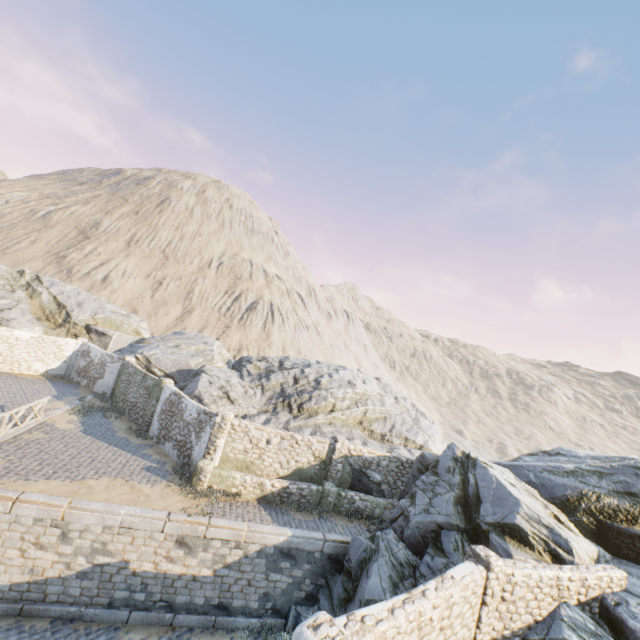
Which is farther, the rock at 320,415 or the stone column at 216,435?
the stone column at 216,435

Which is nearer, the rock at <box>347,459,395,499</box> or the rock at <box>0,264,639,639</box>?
the rock at <box>0,264,639,639</box>

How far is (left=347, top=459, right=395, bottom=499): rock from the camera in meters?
16.5

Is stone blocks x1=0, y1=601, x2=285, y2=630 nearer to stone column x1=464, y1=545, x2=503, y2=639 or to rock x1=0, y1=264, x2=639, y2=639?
rock x1=0, y1=264, x2=639, y2=639

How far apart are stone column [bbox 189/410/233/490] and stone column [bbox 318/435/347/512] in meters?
5.0

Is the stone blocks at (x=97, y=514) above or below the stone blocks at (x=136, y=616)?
above

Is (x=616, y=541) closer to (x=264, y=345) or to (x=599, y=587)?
(x=599, y=587)

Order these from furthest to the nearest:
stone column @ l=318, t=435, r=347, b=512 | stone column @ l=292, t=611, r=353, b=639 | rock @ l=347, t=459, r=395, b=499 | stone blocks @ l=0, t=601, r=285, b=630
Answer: rock @ l=347, t=459, r=395, b=499
stone column @ l=318, t=435, r=347, b=512
stone blocks @ l=0, t=601, r=285, b=630
stone column @ l=292, t=611, r=353, b=639
